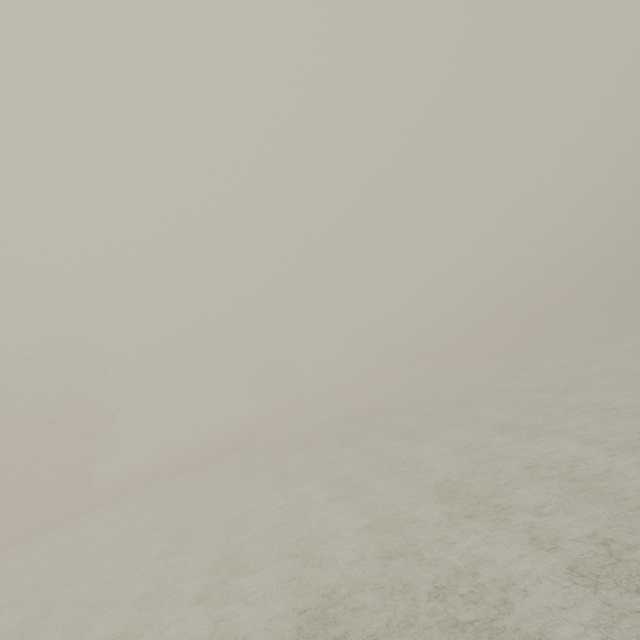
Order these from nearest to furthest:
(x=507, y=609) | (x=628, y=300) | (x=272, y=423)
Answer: (x=507, y=609) < (x=272, y=423) < (x=628, y=300)
